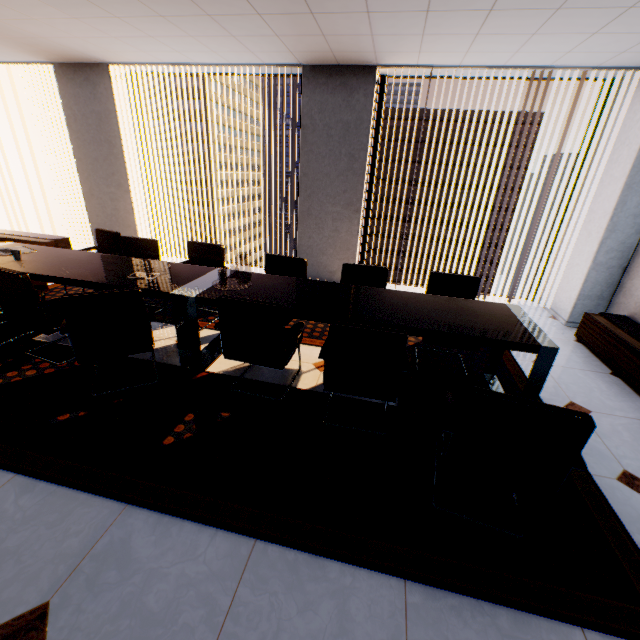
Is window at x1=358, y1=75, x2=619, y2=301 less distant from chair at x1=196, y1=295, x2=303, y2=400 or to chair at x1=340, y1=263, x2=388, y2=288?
chair at x1=340, y1=263, x2=388, y2=288

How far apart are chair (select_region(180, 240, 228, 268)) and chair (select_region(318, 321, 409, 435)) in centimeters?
138cm

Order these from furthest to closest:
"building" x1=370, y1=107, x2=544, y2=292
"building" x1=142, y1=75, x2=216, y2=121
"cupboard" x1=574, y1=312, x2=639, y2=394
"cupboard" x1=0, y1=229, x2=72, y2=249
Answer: "building" x1=142, y1=75, x2=216, y2=121 < "building" x1=370, y1=107, x2=544, y2=292 < "cupboard" x1=0, y1=229, x2=72, y2=249 < "cupboard" x1=574, y1=312, x2=639, y2=394

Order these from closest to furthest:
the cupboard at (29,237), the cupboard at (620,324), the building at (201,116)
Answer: the cupboard at (620,324) < the cupboard at (29,237) < the building at (201,116)

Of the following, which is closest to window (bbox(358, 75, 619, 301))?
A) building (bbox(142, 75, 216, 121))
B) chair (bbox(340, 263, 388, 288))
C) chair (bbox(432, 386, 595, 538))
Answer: chair (bbox(340, 263, 388, 288))

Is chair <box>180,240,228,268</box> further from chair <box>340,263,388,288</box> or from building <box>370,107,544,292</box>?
building <box>370,107,544,292</box>

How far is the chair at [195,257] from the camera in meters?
3.8 m

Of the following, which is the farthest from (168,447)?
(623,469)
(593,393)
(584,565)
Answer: (593,393)
